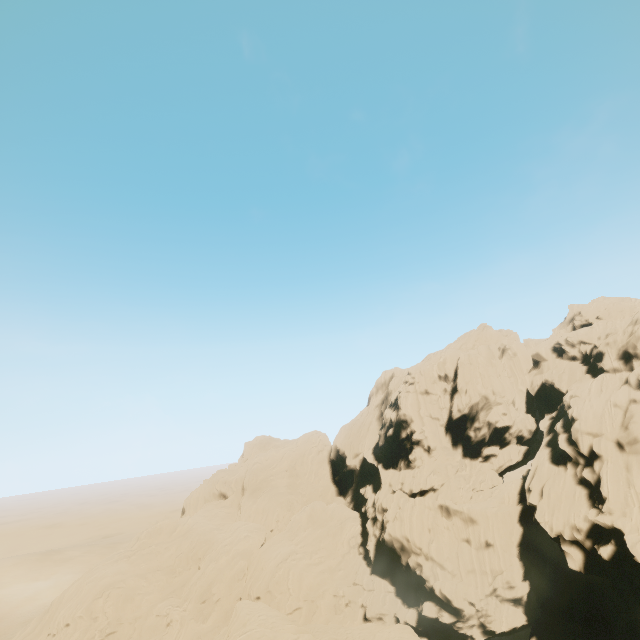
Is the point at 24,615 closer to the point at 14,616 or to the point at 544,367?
the point at 14,616
